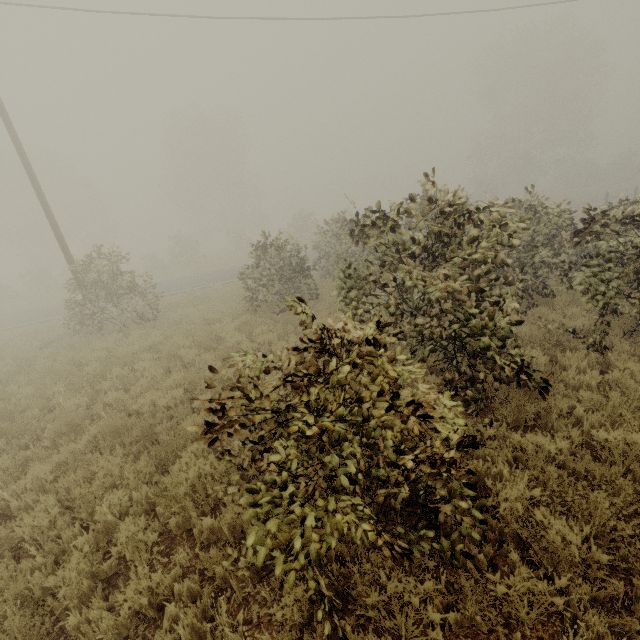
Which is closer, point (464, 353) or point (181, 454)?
point (181, 454)
